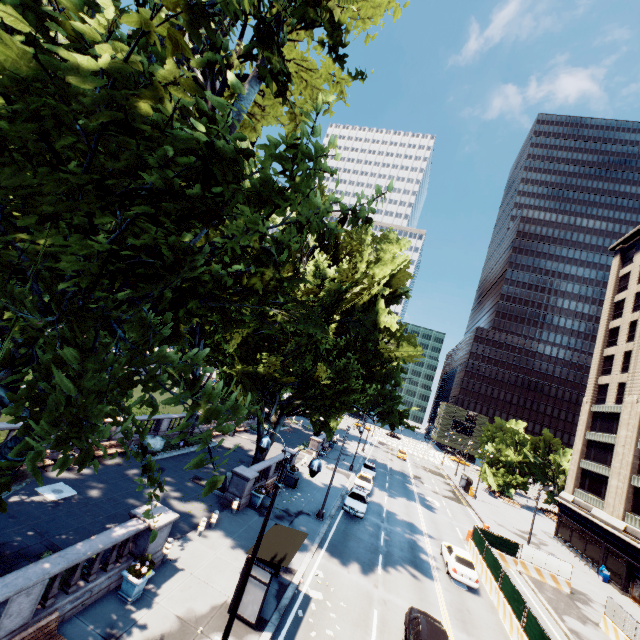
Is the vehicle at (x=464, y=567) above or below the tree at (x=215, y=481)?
below

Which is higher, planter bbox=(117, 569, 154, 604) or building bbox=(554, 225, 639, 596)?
building bbox=(554, 225, 639, 596)

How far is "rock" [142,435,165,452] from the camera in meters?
24.6

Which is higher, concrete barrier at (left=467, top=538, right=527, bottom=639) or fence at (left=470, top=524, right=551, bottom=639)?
fence at (left=470, top=524, right=551, bottom=639)

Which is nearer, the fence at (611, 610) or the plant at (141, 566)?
the plant at (141, 566)

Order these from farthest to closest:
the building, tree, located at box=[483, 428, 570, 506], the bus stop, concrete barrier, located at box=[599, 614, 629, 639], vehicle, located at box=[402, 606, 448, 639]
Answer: tree, located at box=[483, 428, 570, 506], the building, concrete barrier, located at box=[599, 614, 629, 639], vehicle, located at box=[402, 606, 448, 639], the bus stop

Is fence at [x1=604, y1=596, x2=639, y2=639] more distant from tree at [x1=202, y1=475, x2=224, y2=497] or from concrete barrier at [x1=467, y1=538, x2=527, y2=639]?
tree at [x1=202, y1=475, x2=224, y2=497]

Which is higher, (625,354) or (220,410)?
(625,354)
